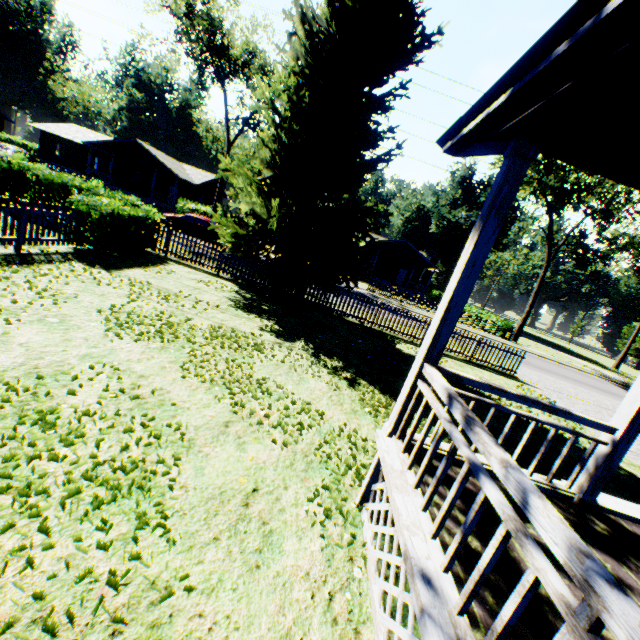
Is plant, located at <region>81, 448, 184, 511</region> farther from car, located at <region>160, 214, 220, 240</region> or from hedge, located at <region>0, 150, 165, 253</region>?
car, located at <region>160, 214, 220, 240</region>

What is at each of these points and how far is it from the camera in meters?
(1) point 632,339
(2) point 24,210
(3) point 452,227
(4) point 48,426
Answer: (1) plant, 45.6
(2) fence, 8.4
(3) plant, 48.1
(4) plant, 3.6

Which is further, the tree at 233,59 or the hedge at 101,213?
the tree at 233,59

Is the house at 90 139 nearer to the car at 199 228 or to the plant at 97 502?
the car at 199 228

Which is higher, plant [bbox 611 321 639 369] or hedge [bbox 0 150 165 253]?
plant [bbox 611 321 639 369]

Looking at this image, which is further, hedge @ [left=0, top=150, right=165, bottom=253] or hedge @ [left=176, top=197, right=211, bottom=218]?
hedge @ [left=176, top=197, right=211, bottom=218]

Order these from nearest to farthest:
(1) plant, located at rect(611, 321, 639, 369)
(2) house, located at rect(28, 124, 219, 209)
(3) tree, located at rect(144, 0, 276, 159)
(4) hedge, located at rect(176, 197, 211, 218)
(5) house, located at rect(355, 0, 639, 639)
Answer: (5) house, located at rect(355, 0, 639, 639), (3) tree, located at rect(144, 0, 276, 159), (4) hedge, located at rect(176, 197, 211, 218), (2) house, located at rect(28, 124, 219, 209), (1) plant, located at rect(611, 321, 639, 369)

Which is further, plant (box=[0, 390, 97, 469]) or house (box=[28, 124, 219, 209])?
A: house (box=[28, 124, 219, 209])
